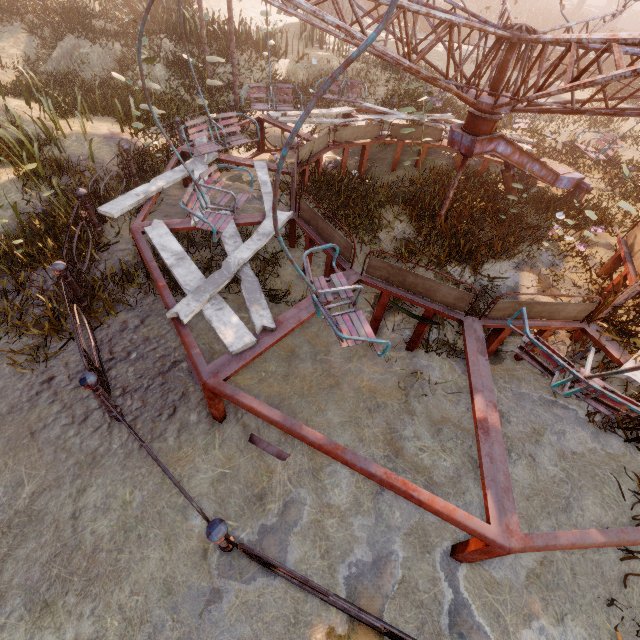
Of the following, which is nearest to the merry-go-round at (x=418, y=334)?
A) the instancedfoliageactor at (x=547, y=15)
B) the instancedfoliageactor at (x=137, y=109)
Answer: the instancedfoliageactor at (x=137, y=109)

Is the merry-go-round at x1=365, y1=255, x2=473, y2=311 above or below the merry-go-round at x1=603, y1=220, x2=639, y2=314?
above

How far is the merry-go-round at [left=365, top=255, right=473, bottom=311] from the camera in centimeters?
430cm

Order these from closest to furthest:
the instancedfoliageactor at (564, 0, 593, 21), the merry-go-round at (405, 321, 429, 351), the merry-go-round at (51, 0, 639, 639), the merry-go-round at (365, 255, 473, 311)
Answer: the merry-go-round at (51, 0, 639, 639) → the merry-go-round at (365, 255, 473, 311) → the merry-go-round at (405, 321, 429, 351) → the instancedfoliageactor at (564, 0, 593, 21)

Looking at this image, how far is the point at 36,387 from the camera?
4.1m

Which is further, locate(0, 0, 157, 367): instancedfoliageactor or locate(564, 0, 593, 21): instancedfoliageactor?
locate(564, 0, 593, 21): instancedfoliageactor
